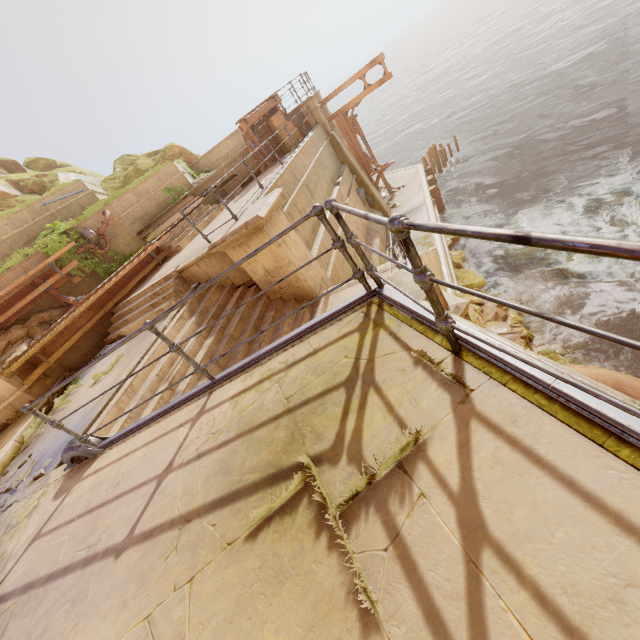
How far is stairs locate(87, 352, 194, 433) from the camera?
5.4m

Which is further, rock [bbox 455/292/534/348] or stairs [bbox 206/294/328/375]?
rock [bbox 455/292/534/348]

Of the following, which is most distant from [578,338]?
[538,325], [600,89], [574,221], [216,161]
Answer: [600,89]

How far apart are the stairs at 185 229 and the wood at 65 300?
2.6m

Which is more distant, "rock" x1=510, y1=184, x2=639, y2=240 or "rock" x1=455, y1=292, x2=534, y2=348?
"rock" x1=510, y1=184, x2=639, y2=240

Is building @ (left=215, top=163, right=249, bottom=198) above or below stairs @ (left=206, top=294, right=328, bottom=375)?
above

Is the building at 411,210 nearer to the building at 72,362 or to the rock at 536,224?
the rock at 536,224

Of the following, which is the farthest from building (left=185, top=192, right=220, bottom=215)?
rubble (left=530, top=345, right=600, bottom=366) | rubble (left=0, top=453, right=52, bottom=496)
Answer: rubble (left=530, top=345, right=600, bottom=366)
